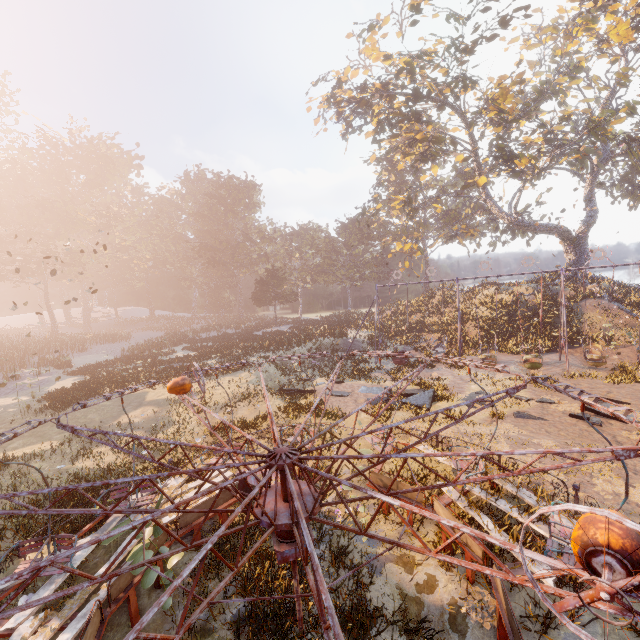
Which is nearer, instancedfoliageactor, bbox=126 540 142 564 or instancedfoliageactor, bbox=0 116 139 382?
instancedfoliageactor, bbox=126 540 142 564

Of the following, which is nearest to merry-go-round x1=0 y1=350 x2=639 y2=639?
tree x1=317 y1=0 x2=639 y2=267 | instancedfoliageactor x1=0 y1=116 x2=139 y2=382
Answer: tree x1=317 y1=0 x2=639 y2=267

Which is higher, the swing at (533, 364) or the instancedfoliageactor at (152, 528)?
the instancedfoliageactor at (152, 528)

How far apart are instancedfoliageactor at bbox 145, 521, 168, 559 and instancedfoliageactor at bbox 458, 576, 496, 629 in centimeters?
543cm

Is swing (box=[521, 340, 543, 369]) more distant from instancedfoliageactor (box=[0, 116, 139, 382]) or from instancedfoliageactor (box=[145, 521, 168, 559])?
instancedfoliageactor (box=[0, 116, 139, 382])

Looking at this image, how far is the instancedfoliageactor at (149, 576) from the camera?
5.68m

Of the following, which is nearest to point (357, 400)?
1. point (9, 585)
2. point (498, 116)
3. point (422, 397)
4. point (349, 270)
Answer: point (422, 397)

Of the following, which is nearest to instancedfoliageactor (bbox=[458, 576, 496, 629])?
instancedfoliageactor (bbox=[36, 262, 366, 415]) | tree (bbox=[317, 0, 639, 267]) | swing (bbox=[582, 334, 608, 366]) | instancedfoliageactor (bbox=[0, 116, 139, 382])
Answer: swing (bbox=[582, 334, 608, 366])
